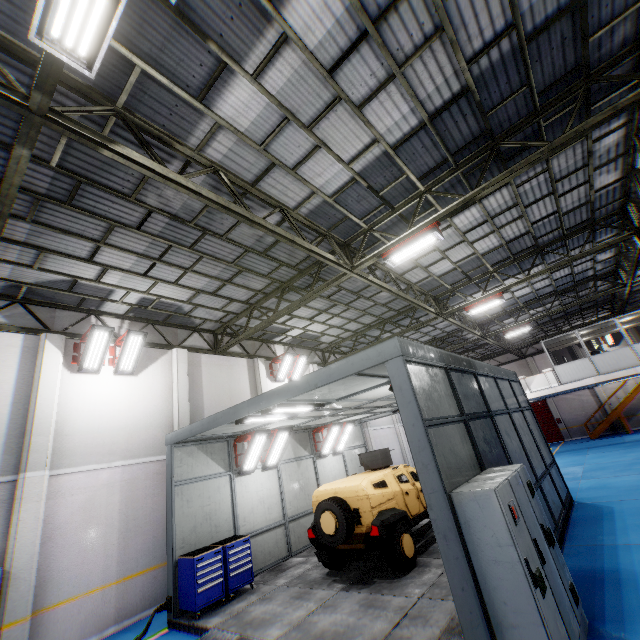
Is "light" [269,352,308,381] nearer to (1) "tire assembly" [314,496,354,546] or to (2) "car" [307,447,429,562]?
(2) "car" [307,447,429,562]

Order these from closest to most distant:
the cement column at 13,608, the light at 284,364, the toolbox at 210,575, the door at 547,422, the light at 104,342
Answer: the cement column at 13,608, the toolbox at 210,575, the light at 104,342, the light at 284,364, the door at 547,422

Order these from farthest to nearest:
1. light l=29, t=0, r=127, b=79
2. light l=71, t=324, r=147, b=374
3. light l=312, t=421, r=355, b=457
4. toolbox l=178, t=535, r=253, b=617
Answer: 1. light l=312, t=421, r=355, b=457
2. light l=71, t=324, r=147, b=374
3. toolbox l=178, t=535, r=253, b=617
4. light l=29, t=0, r=127, b=79

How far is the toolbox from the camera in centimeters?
767cm

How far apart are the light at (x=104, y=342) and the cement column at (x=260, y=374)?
6.2m

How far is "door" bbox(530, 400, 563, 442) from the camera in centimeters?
2984cm

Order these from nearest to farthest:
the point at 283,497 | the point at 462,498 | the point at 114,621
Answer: the point at 462,498, the point at 114,621, the point at 283,497

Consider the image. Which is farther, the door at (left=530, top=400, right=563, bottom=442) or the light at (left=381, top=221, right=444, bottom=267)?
the door at (left=530, top=400, right=563, bottom=442)
